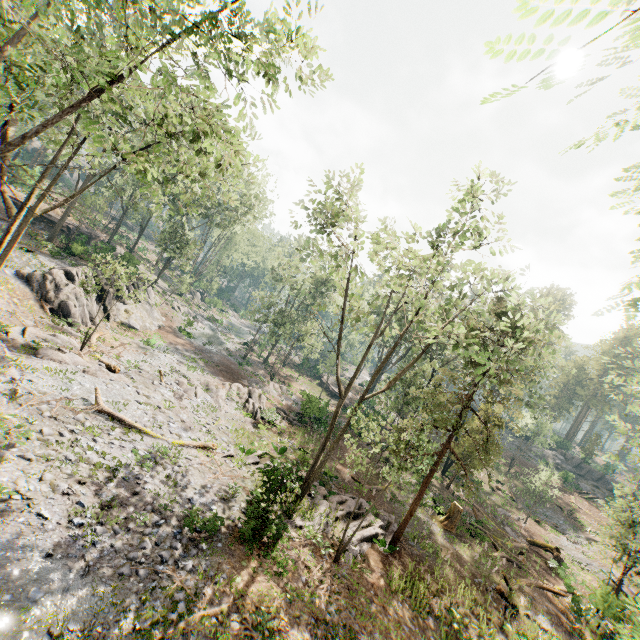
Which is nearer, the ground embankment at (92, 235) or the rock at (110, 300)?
the rock at (110, 300)

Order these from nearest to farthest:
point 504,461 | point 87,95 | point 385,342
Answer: point 87,95 → point 385,342 → point 504,461

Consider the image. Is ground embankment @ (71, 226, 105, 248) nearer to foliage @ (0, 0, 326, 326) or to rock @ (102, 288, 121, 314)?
foliage @ (0, 0, 326, 326)

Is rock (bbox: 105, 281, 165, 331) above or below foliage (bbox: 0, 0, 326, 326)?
below

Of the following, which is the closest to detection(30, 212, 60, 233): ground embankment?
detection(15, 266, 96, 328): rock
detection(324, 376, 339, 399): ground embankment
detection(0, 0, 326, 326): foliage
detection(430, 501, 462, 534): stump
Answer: detection(0, 0, 326, 326): foliage

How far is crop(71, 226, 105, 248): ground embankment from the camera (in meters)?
32.84

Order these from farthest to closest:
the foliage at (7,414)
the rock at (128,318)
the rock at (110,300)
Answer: the rock at (128,318) → the rock at (110,300) → the foliage at (7,414)

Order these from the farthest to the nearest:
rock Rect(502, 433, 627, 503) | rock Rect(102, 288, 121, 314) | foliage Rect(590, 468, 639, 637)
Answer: rock Rect(502, 433, 627, 503)
rock Rect(102, 288, 121, 314)
foliage Rect(590, 468, 639, 637)
